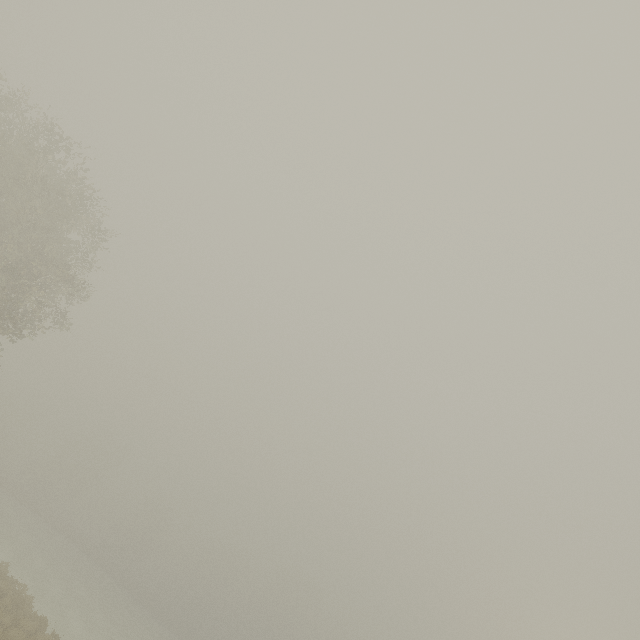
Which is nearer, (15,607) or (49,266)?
(15,607)
